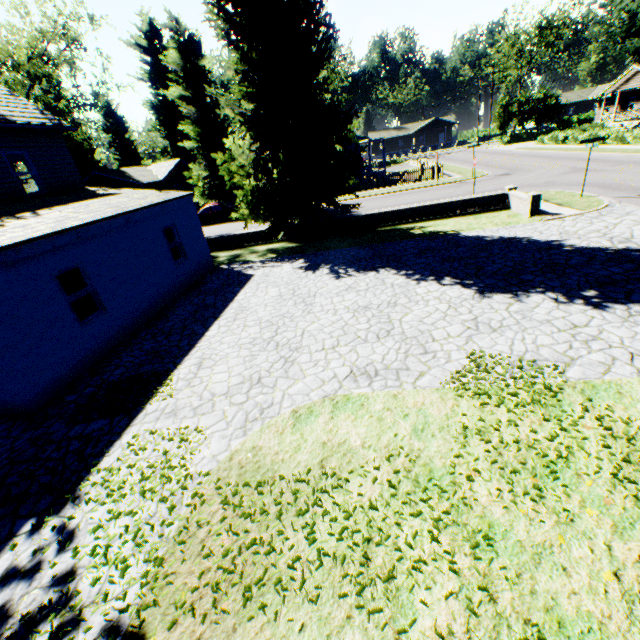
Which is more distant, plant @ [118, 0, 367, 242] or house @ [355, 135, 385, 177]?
house @ [355, 135, 385, 177]

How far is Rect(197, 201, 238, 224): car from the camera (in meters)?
28.67

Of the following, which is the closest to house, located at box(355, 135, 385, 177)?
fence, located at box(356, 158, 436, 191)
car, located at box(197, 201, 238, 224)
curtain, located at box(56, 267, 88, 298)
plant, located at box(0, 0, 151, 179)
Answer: plant, located at box(0, 0, 151, 179)

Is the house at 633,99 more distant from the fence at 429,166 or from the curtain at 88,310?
the curtain at 88,310

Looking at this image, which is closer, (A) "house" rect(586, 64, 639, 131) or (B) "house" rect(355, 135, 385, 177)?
(B) "house" rect(355, 135, 385, 177)

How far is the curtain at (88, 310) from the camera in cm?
884

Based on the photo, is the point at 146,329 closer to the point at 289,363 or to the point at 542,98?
the point at 289,363

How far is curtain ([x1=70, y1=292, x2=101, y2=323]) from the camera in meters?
8.8 m
